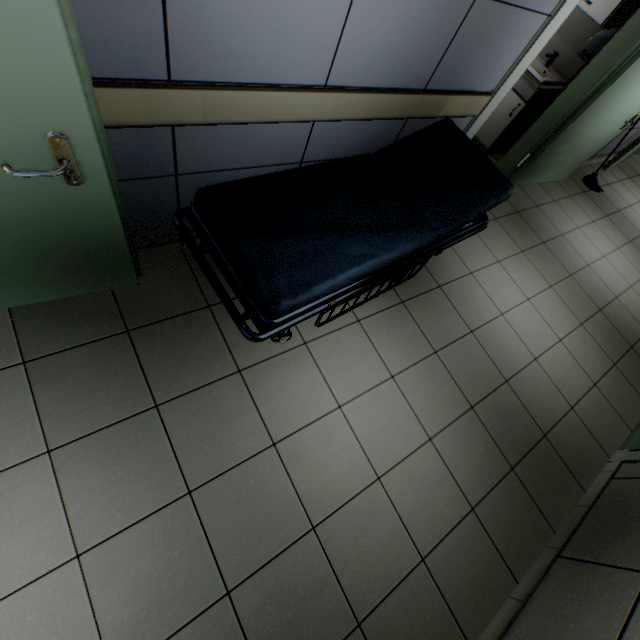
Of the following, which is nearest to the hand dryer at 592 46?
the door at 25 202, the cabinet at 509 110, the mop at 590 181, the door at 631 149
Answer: the cabinet at 509 110

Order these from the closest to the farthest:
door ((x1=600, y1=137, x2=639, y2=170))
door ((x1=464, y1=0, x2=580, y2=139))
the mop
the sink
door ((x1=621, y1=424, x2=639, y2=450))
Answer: door ((x1=464, y1=0, x2=580, y2=139)), door ((x1=621, y1=424, x2=639, y2=450)), the sink, the mop, door ((x1=600, y1=137, x2=639, y2=170))

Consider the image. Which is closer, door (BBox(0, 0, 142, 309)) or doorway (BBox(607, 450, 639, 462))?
door (BBox(0, 0, 142, 309))

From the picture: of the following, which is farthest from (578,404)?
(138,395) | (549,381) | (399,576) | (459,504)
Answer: (138,395)

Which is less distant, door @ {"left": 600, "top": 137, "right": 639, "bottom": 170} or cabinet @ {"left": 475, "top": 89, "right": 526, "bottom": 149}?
cabinet @ {"left": 475, "top": 89, "right": 526, "bottom": 149}

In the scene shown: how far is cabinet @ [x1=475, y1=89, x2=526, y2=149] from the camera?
3.9 meters

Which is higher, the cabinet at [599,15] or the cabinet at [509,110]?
the cabinet at [599,15]

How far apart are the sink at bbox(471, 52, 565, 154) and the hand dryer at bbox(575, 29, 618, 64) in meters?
0.3 m
